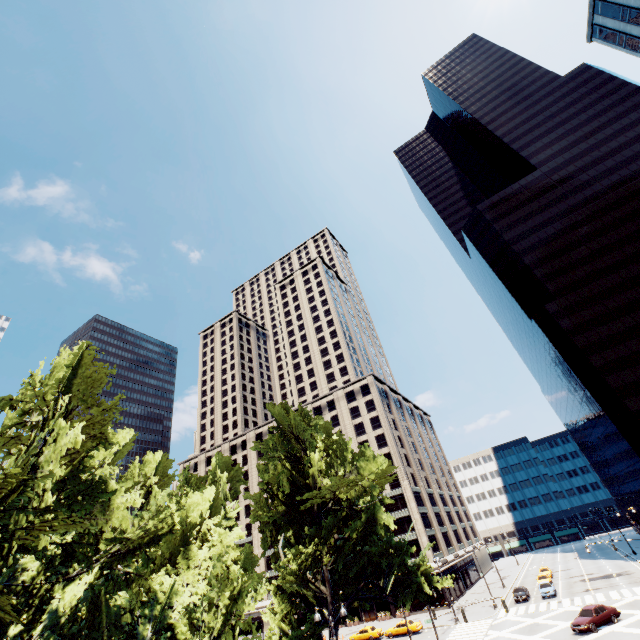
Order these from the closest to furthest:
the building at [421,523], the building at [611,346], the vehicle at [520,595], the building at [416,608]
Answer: the vehicle at [520,595], the building at [611,346], the building at [416,608], the building at [421,523]

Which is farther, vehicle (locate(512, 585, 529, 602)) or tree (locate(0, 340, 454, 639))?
vehicle (locate(512, 585, 529, 602))

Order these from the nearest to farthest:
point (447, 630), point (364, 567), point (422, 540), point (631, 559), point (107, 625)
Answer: point (107, 625) → point (364, 567) → point (447, 630) → point (631, 559) → point (422, 540)

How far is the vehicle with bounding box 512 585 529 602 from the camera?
45.5 meters

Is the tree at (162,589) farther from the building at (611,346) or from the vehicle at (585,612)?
the building at (611,346)

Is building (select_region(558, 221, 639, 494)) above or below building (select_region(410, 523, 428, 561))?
above

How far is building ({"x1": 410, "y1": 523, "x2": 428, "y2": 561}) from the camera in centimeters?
5841cm

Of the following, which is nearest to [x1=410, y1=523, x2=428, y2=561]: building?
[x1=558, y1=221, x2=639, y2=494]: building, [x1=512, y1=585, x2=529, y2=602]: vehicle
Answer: [x1=512, y1=585, x2=529, y2=602]: vehicle
